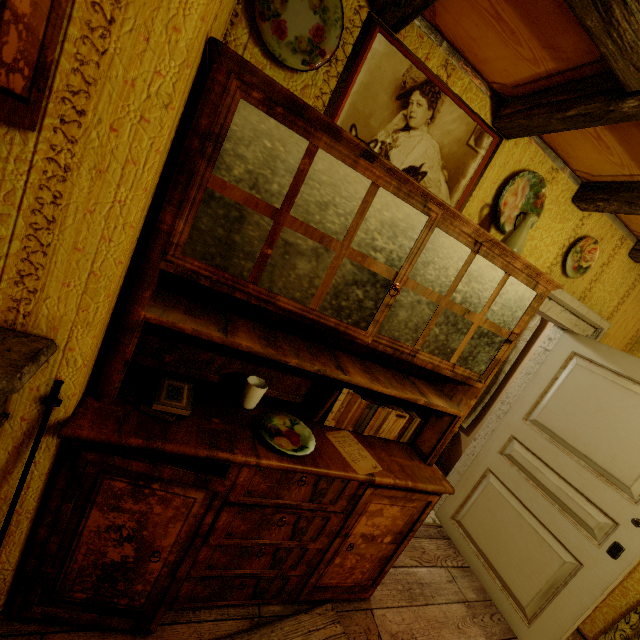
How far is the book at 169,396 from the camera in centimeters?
125cm

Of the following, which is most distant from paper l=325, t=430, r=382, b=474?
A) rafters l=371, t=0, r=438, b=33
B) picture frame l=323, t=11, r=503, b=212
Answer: rafters l=371, t=0, r=438, b=33

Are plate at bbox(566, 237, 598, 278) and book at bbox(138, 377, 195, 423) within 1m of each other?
no

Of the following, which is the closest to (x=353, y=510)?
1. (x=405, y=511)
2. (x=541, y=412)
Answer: (x=405, y=511)

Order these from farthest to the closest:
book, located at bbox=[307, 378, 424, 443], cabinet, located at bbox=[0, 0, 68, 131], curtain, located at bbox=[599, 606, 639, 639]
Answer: curtain, located at bbox=[599, 606, 639, 639]
book, located at bbox=[307, 378, 424, 443]
cabinet, located at bbox=[0, 0, 68, 131]

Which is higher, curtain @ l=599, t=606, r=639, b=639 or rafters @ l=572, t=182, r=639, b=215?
rafters @ l=572, t=182, r=639, b=215

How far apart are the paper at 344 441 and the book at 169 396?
0.7 meters

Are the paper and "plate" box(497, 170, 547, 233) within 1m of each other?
no
